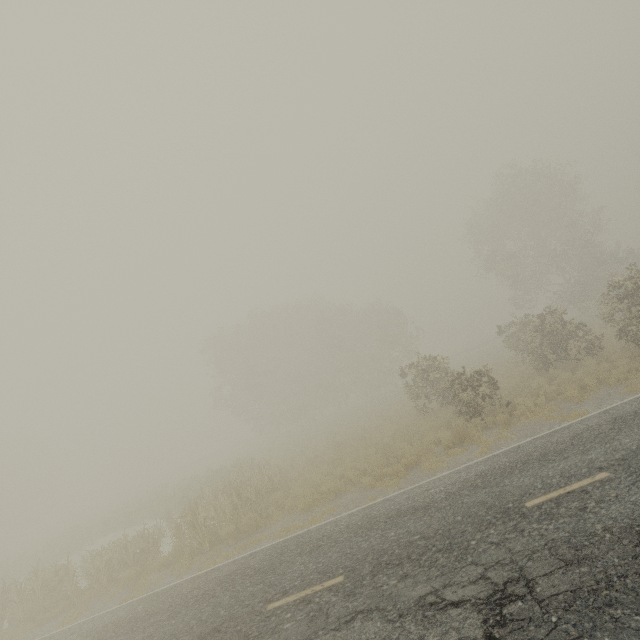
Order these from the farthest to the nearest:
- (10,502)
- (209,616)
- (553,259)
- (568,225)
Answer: (10,502)
(568,225)
(553,259)
(209,616)
